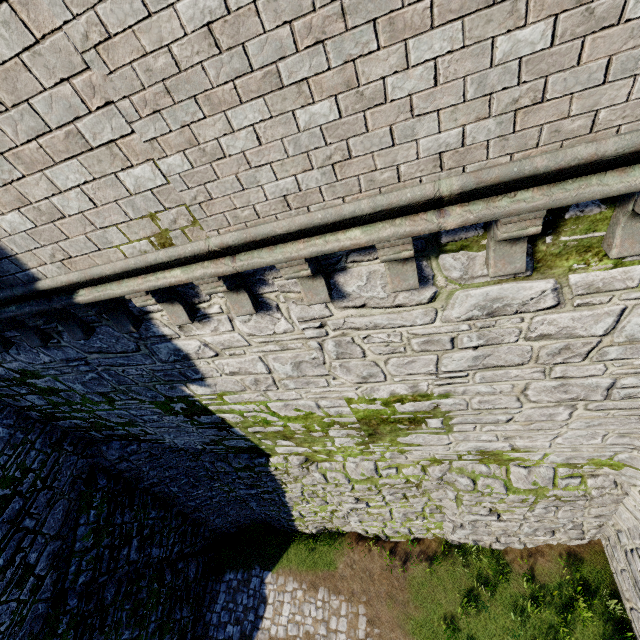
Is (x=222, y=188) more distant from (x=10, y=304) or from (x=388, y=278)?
(x=10, y=304)
